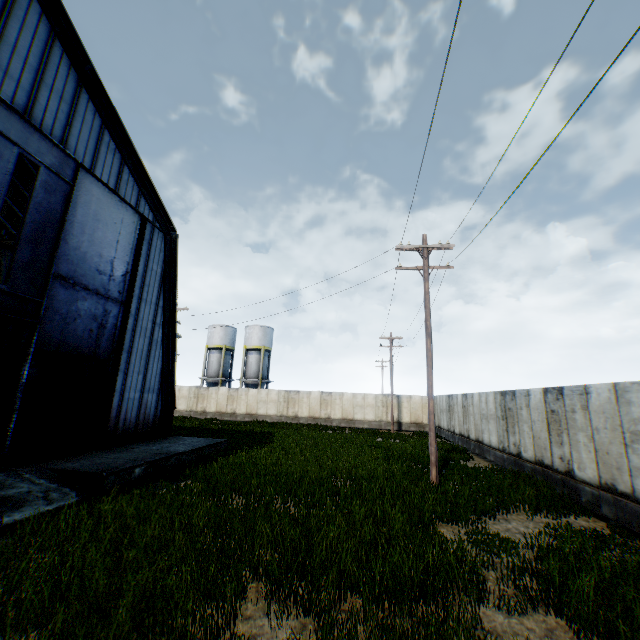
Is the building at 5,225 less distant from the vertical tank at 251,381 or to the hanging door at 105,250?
the hanging door at 105,250

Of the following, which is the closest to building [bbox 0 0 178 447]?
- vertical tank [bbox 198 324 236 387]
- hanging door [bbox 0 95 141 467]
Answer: hanging door [bbox 0 95 141 467]

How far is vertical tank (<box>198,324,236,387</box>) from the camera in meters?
44.8

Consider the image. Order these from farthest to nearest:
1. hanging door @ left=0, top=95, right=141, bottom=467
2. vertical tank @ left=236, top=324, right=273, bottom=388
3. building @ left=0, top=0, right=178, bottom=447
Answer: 1. vertical tank @ left=236, top=324, right=273, bottom=388
2. building @ left=0, top=0, right=178, bottom=447
3. hanging door @ left=0, top=95, right=141, bottom=467

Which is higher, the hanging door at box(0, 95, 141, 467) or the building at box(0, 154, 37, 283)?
the building at box(0, 154, 37, 283)

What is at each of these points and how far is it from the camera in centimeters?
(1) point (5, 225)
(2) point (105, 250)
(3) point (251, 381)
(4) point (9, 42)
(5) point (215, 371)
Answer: (1) building, 1859cm
(2) hanging door, 1334cm
(3) vertical tank, 4391cm
(4) building, 974cm
(5) vertical tank, 4500cm

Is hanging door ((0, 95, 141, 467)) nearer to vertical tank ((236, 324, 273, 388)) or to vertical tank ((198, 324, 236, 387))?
vertical tank ((236, 324, 273, 388))

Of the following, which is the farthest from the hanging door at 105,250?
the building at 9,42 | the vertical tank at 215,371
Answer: the vertical tank at 215,371
